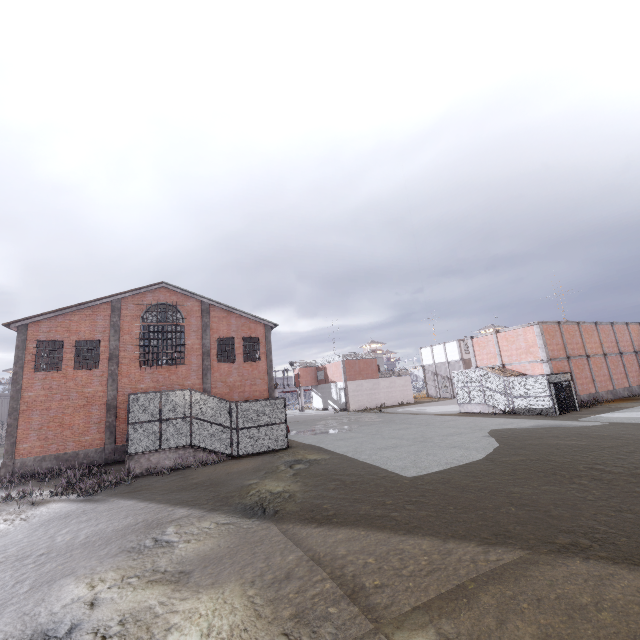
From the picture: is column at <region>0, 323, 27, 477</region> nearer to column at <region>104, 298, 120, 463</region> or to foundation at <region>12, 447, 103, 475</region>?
foundation at <region>12, 447, 103, 475</region>

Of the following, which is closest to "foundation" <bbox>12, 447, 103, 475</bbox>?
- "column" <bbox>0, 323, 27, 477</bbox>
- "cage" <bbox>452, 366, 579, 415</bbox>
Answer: "column" <bbox>0, 323, 27, 477</bbox>

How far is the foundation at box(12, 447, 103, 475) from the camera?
18.7 meters

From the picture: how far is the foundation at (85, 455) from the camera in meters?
18.7

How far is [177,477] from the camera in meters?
15.1

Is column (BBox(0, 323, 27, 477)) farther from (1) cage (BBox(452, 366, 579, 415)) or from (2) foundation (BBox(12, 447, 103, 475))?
(1) cage (BBox(452, 366, 579, 415))

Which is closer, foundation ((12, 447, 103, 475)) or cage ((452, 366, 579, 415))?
foundation ((12, 447, 103, 475))

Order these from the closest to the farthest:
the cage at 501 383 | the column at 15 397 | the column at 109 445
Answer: the column at 15 397
the column at 109 445
the cage at 501 383
